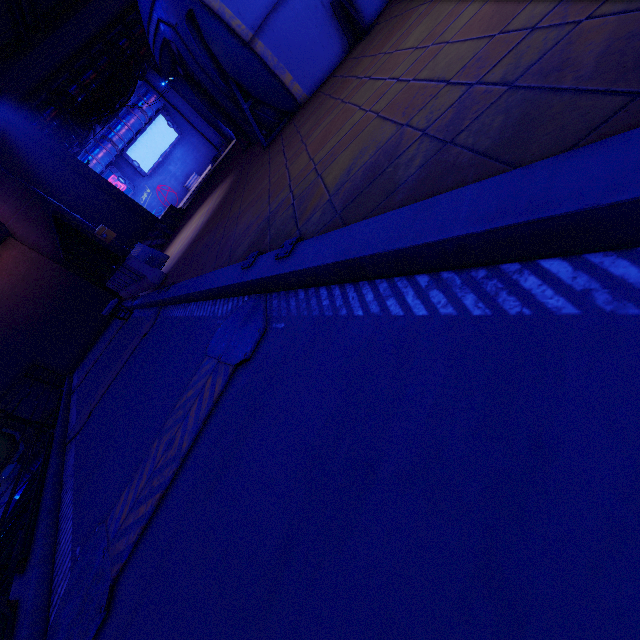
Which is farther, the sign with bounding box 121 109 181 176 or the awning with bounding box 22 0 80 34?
the sign with bounding box 121 109 181 176

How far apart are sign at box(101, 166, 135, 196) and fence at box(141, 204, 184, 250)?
22.2m

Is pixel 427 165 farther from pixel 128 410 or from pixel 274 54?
pixel 274 54

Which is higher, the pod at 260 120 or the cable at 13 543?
the pod at 260 120

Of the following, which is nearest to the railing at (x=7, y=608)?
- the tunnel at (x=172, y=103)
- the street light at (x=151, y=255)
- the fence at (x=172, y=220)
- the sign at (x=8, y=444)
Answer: the street light at (x=151, y=255)

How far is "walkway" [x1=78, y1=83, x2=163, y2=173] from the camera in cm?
3136

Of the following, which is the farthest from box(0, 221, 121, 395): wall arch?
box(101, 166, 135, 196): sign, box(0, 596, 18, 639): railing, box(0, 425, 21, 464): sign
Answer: box(101, 166, 135, 196): sign

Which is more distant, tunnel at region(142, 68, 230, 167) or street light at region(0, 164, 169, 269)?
→ tunnel at region(142, 68, 230, 167)
